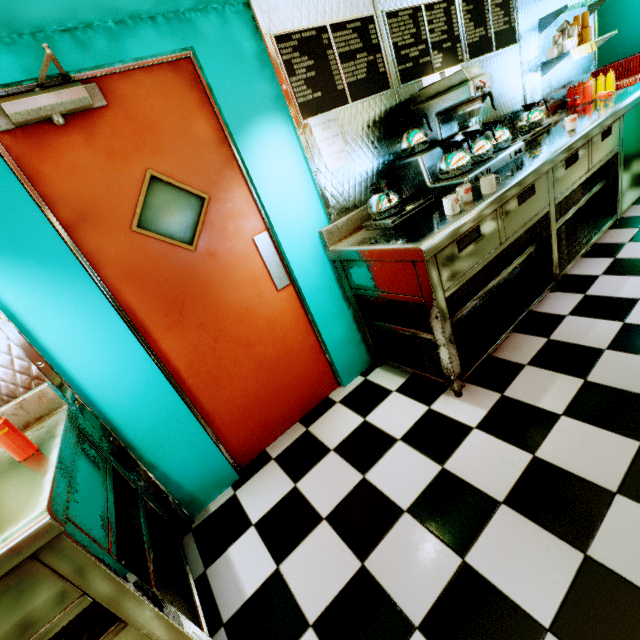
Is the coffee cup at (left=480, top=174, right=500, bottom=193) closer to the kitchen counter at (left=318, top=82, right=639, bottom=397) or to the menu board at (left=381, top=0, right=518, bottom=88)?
the kitchen counter at (left=318, top=82, right=639, bottom=397)

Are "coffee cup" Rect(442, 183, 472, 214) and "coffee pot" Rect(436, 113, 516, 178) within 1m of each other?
yes

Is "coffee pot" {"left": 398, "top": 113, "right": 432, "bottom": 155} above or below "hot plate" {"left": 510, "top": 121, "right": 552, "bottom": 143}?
above

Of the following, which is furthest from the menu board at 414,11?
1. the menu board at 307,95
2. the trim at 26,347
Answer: the trim at 26,347

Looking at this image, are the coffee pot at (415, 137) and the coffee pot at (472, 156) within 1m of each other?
yes

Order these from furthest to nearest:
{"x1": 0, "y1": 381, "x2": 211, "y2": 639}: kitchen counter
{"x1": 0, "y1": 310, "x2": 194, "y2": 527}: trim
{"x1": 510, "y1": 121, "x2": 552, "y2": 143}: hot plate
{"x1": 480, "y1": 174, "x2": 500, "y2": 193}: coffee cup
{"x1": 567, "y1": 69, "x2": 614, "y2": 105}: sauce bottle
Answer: {"x1": 567, "y1": 69, "x2": 614, "y2": 105}: sauce bottle → {"x1": 510, "y1": 121, "x2": 552, "y2": 143}: hot plate → {"x1": 480, "y1": 174, "x2": 500, "y2": 193}: coffee cup → {"x1": 0, "y1": 310, "x2": 194, "y2": 527}: trim → {"x1": 0, "y1": 381, "x2": 211, "y2": 639}: kitchen counter

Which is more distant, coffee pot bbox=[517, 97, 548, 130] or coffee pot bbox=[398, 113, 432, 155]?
coffee pot bbox=[517, 97, 548, 130]

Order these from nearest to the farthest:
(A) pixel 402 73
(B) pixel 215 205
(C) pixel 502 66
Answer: (B) pixel 215 205
(A) pixel 402 73
(C) pixel 502 66
